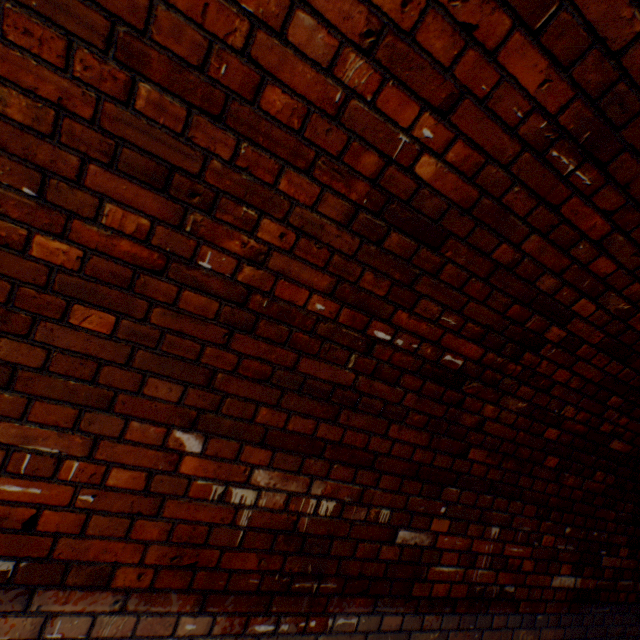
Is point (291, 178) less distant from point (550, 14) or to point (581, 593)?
point (550, 14)
